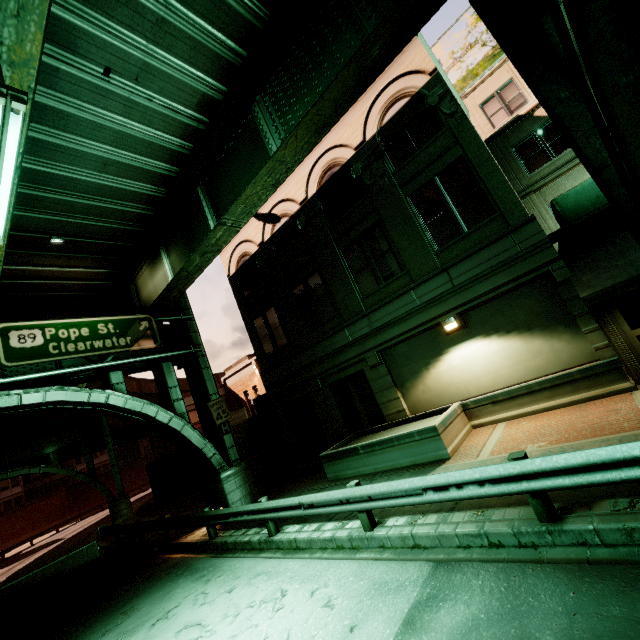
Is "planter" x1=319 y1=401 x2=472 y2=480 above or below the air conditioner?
below

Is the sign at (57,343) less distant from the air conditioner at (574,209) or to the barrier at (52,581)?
the barrier at (52,581)

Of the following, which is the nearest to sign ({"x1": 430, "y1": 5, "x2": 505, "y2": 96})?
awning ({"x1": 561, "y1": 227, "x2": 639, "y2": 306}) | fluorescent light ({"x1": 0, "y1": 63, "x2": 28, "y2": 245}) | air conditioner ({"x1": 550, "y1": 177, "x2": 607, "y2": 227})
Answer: air conditioner ({"x1": 550, "y1": 177, "x2": 607, "y2": 227})

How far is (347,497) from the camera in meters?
7.0

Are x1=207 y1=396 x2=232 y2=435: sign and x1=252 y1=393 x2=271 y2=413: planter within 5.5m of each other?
yes

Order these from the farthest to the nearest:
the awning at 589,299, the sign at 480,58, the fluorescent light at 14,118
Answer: the sign at 480,58 < the awning at 589,299 < the fluorescent light at 14,118

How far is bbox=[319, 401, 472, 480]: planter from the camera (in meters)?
9.52

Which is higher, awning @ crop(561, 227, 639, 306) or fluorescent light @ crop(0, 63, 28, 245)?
fluorescent light @ crop(0, 63, 28, 245)
